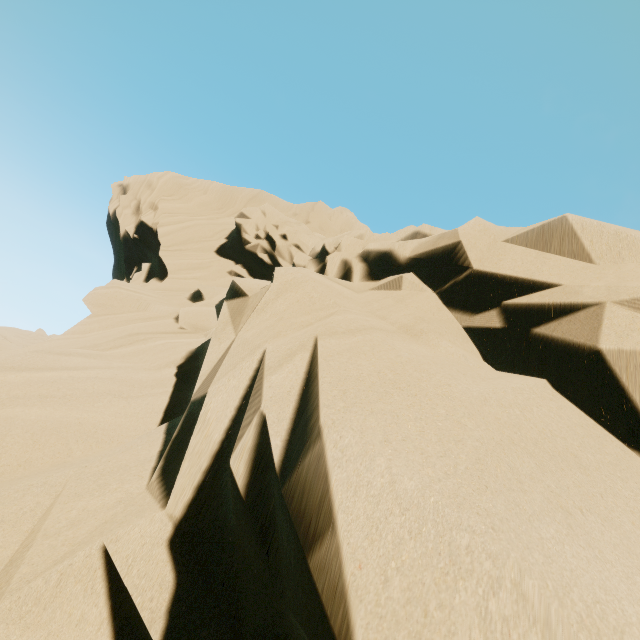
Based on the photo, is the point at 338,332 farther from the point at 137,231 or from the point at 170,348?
the point at 137,231
